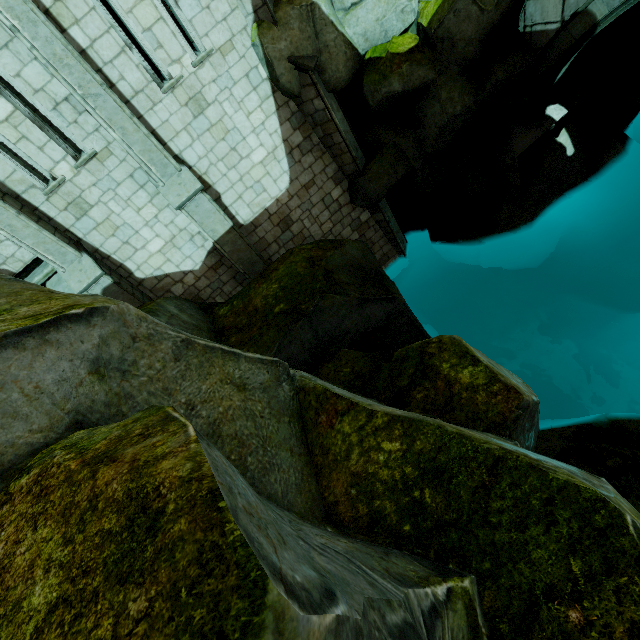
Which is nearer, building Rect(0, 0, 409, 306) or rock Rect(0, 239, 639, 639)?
rock Rect(0, 239, 639, 639)

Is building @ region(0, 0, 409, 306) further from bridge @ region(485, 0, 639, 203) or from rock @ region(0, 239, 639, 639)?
bridge @ region(485, 0, 639, 203)

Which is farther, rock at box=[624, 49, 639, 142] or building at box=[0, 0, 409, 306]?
rock at box=[624, 49, 639, 142]

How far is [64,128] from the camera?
6.7m

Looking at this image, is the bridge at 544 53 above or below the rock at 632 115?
above

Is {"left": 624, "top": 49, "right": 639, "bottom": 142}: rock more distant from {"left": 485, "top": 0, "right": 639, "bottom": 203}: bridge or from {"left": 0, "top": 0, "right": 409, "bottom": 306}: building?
{"left": 0, "top": 0, "right": 409, "bottom": 306}: building

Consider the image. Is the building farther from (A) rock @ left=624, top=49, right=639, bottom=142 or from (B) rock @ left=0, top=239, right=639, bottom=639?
(A) rock @ left=624, top=49, right=639, bottom=142

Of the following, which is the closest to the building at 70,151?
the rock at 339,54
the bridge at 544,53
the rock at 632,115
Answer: the rock at 339,54
